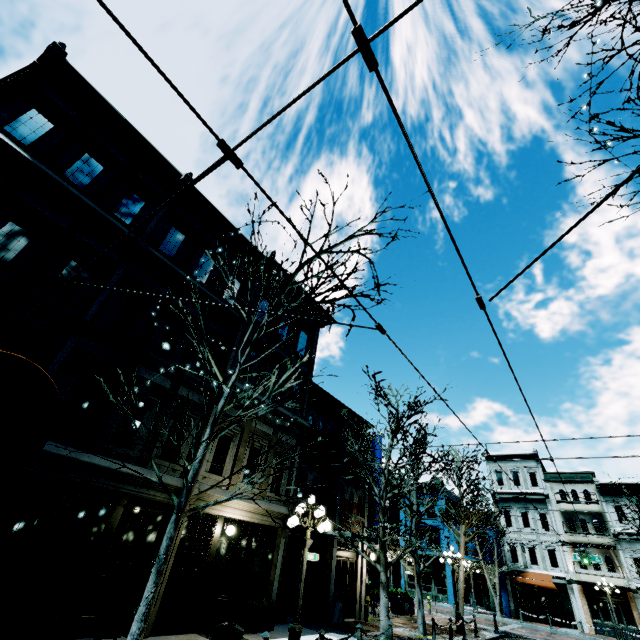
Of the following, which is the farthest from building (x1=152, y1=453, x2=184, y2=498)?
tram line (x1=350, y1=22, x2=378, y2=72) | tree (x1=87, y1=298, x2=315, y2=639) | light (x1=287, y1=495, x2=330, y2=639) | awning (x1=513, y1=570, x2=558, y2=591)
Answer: awning (x1=513, y1=570, x2=558, y2=591)

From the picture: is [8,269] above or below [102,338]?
above

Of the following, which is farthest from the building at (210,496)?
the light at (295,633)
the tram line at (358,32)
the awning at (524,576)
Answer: the awning at (524,576)

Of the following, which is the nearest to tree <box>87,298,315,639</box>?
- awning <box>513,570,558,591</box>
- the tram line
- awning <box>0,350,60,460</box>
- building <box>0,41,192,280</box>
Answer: building <box>0,41,192,280</box>

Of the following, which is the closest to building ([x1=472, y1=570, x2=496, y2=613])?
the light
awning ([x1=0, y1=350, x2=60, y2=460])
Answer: the light

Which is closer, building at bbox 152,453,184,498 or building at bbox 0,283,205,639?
A: building at bbox 0,283,205,639

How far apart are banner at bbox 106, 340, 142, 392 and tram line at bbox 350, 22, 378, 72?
9.51m

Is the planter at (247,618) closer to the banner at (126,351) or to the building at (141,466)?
the building at (141,466)
